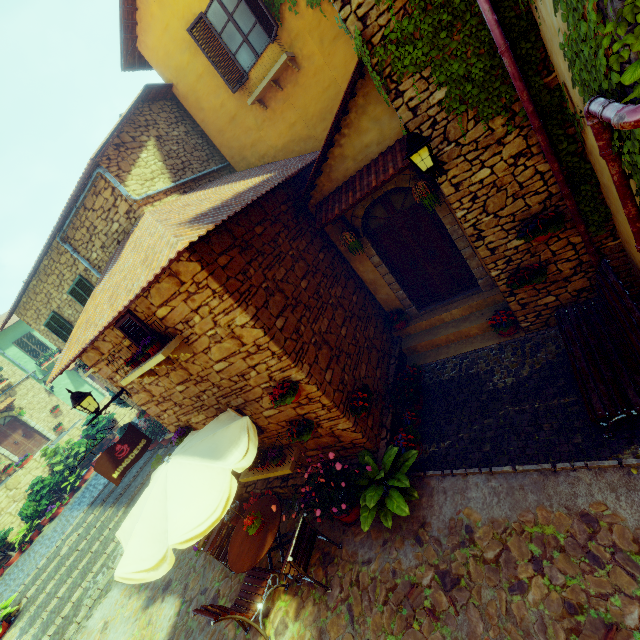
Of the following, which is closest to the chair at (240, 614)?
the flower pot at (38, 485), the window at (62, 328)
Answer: the window at (62, 328)

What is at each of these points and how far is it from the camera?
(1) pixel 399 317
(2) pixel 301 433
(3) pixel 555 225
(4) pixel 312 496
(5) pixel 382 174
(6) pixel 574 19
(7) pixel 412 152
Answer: (1) flower pot, 7.73m
(2) flower pot, 5.45m
(3) flower pot, 4.59m
(4) flower pot, 5.35m
(5) door eaves, 5.62m
(6) vines, 2.32m
(7) street light, 4.13m

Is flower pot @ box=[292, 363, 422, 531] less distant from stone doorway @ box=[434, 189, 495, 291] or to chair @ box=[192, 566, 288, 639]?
chair @ box=[192, 566, 288, 639]

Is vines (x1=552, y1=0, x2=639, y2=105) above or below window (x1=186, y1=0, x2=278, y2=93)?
below

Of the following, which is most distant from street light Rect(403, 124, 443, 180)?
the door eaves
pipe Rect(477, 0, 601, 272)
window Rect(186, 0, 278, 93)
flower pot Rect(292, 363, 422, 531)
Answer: window Rect(186, 0, 278, 93)

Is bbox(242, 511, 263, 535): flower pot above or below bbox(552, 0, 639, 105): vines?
below

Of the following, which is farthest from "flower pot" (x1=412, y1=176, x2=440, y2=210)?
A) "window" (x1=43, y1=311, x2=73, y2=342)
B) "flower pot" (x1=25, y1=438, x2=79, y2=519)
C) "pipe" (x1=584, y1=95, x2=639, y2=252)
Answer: "flower pot" (x1=25, y1=438, x2=79, y2=519)

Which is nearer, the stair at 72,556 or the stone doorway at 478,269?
the stone doorway at 478,269
